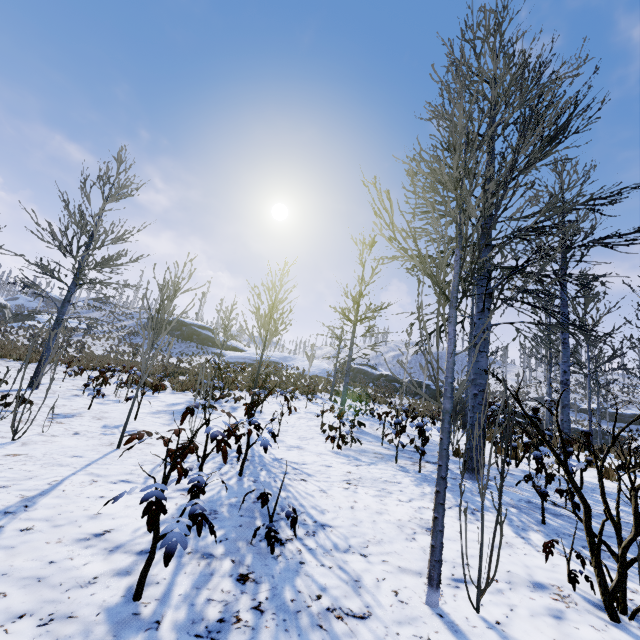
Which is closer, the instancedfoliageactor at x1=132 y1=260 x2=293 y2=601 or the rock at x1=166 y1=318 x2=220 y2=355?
the instancedfoliageactor at x1=132 y1=260 x2=293 y2=601

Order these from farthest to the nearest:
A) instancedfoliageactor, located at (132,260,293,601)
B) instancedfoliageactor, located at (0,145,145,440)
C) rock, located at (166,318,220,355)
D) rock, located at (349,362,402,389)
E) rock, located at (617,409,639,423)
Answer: rock, located at (166,318,220,355)
rock, located at (617,409,639,423)
rock, located at (349,362,402,389)
instancedfoliageactor, located at (0,145,145,440)
instancedfoliageactor, located at (132,260,293,601)

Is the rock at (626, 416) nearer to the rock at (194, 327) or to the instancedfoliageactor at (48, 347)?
the instancedfoliageactor at (48, 347)

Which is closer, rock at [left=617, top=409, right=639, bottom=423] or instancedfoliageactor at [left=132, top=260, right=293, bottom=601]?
instancedfoliageactor at [left=132, top=260, right=293, bottom=601]

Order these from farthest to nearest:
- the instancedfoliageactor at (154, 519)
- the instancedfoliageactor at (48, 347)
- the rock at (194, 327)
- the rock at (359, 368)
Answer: the rock at (194, 327) → the rock at (359, 368) → the instancedfoliageactor at (48, 347) → the instancedfoliageactor at (154, 519)

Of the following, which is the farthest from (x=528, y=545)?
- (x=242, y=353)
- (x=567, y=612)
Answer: (x=242, y=353)

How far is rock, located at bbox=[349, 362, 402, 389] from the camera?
36.0 meters
